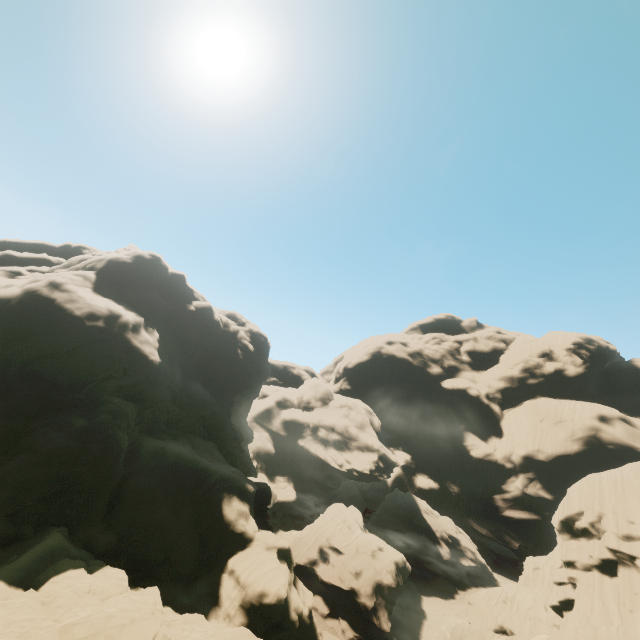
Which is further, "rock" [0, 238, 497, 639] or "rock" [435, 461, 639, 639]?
"rock" [435, 461, 639, 639]

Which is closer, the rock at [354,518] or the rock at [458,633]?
the rock at [354,518]

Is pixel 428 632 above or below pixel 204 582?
below
